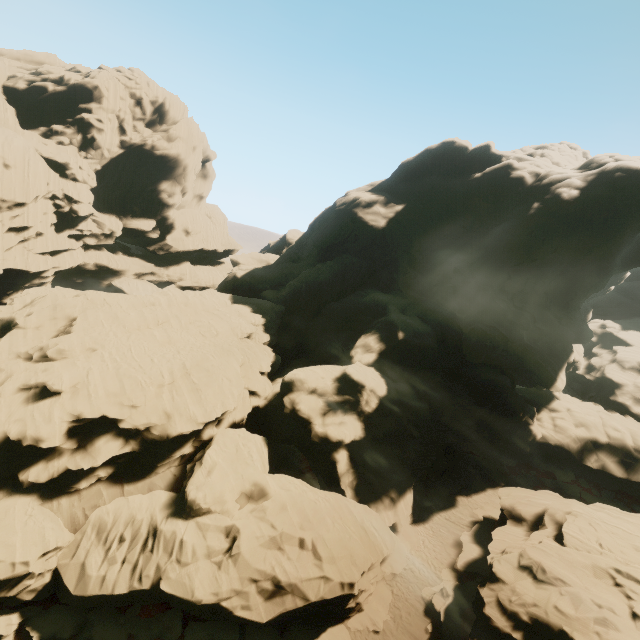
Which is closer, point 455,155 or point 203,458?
point 203,458
